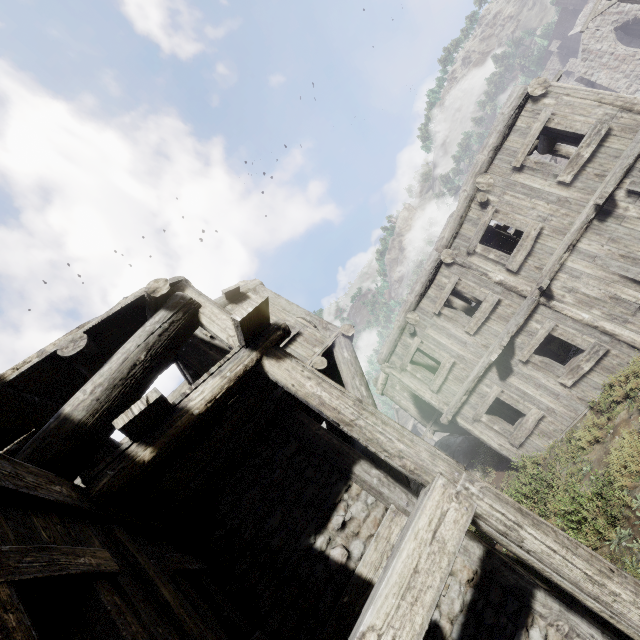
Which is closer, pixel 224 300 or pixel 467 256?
pixel 224 300

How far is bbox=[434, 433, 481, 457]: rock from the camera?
16.08m

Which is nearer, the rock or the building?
the building

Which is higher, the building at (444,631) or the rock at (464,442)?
the building at (444,631)

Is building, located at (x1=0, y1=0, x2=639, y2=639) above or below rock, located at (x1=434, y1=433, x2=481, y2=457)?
above

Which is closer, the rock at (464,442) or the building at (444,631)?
the building at (444,631)
